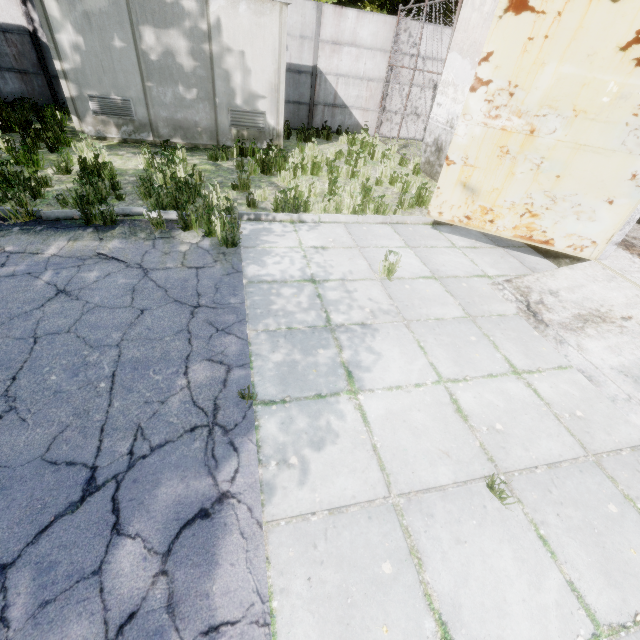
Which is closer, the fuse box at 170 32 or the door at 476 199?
the door at 476 199

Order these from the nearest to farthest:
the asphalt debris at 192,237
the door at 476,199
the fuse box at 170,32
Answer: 1. the door at 476,199
2. the asphalt debris at 192,237
3. the fuse box at 170,32

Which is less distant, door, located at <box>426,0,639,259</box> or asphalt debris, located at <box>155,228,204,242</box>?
door, located at <box>426,0,639,259</box>

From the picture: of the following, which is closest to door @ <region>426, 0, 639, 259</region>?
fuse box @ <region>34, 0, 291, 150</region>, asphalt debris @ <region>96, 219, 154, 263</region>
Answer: asphalt debris @ <region>96, 219, 154, 263</region>

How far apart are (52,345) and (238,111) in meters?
8.3

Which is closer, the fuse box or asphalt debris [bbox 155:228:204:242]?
asphalt debris [bbox 155:228:204:242]

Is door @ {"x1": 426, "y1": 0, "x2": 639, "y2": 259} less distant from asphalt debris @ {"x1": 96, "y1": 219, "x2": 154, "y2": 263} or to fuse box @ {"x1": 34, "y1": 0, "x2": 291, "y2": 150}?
asphalt debris @ {"x1": 96, "y1": 219, "x2": 154, "y2": 263}
